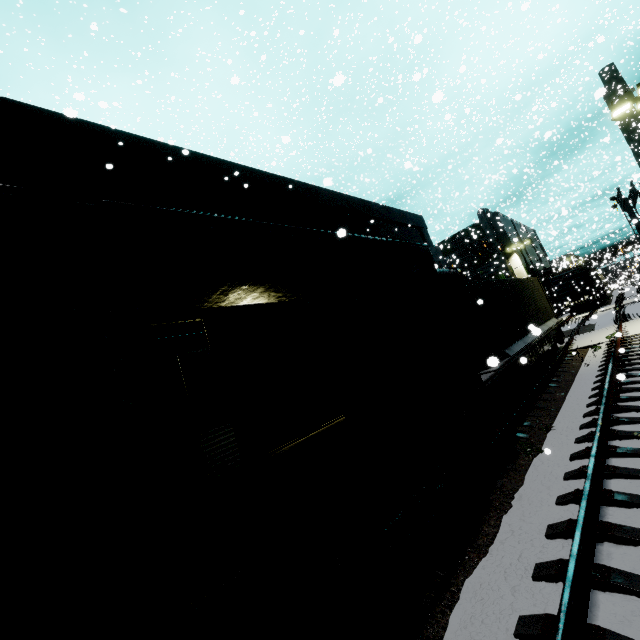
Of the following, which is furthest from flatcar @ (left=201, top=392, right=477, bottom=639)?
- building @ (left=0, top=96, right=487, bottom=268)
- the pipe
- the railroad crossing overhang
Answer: the railroad crossing overhang

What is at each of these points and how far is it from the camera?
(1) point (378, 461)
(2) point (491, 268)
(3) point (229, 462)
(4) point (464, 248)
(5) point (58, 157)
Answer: (1) cargo car, 4.12m
(2) building, 40.91m
(3) roll-up door, 8.29m
(4) railroad crossing overhang, 22.55m
(5) building, 7.58m

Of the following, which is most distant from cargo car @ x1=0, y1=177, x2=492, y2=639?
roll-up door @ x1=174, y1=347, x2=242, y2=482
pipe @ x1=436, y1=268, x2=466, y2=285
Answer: roll-up door @ x1=174, y1=347, x2=242, y2=482

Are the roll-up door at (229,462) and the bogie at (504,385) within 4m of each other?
no

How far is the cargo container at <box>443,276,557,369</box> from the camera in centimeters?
931cm

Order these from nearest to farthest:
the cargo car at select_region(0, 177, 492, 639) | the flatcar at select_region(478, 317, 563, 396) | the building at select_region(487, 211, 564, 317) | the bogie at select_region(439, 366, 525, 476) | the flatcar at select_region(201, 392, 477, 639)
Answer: the cargo car at select_region(0, 177, 492, 639)
the flatcar at select_region(201, 392, 477, 639)
the bogie at select_region(439, 366, 525, 476)
the flatcar at select_region(478, 317, 563, 396)
the building at select_region(487, 211, 564, 317)

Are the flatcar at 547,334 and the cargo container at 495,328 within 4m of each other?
yes

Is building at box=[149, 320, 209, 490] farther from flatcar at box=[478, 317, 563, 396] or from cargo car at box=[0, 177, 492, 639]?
flatcar at box=[478, 317, 563, 396]
